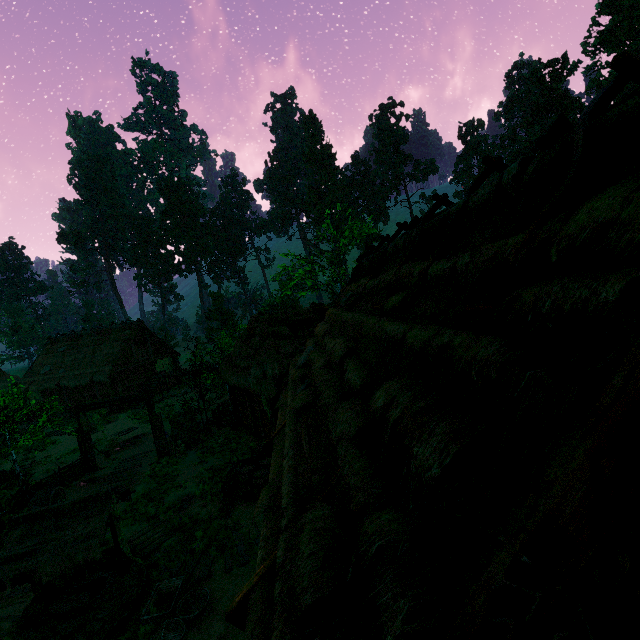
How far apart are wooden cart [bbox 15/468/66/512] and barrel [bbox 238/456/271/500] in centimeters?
727cm

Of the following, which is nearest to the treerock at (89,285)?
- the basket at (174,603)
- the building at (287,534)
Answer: the building at (287,534)

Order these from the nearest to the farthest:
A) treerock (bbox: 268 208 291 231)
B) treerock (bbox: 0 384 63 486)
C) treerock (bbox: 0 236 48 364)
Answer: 1. treerock (bbox: 0 384 63 486)
2. treerock (bbox: 0 236 48 364)
3. treerock (bbox: 268 208 291 231)

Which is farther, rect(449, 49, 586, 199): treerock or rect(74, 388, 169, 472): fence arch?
rect(449, 49, 586, 199): treerock

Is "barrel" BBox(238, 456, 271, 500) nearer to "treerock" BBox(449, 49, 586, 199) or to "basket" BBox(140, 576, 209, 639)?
"basket" BBox(140, 576, 209, 639)

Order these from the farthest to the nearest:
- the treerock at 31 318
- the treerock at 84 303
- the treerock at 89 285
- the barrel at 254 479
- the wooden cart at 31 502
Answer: the treerock at 84 303, the treerock at 31 318, the treerock at 89 285, the wooden cart at 31 502, the barrel at 254 479

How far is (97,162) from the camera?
55.6 meters

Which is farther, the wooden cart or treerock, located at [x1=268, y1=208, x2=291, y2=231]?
treerock, located at [x1=268, y1=208, x2=291, y2=231]
